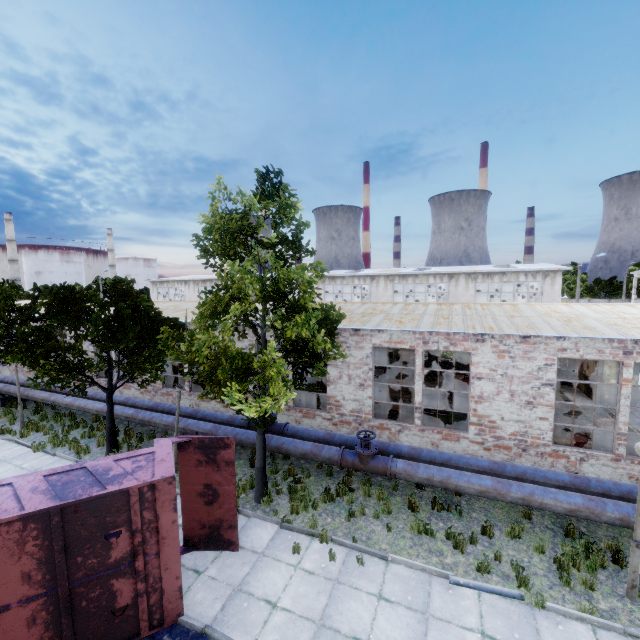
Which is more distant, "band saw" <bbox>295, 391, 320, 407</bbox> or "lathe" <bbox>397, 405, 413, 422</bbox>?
"band saw" <bbox>295, 391, 320, 407</bbox>

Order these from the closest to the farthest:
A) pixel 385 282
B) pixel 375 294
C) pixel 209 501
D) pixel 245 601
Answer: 1. pixel 245 601
2. pixel 209 501
3. pixel 385 282
4. pixel 375 294

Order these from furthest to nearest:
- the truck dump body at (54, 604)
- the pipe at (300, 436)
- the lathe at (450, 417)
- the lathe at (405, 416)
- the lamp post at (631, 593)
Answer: the lathe at (405, 416) < the lathe at (450, 417) < the pipe at (300, 436) < the lamp post at (631, 593) < the truck dump body at (54, 604)

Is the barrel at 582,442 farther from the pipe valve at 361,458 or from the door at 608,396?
the door at 608,396

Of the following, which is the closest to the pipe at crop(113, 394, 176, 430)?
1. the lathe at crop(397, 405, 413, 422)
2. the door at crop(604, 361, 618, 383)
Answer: the lathe at crop(397, 405, 413, 422)

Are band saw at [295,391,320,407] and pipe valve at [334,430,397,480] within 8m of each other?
yes

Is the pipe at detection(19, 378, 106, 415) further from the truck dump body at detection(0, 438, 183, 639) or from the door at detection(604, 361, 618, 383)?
the door at detection(604, 361, 618, 383)

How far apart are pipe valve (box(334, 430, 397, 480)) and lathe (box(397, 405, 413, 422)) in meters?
3.8 m
